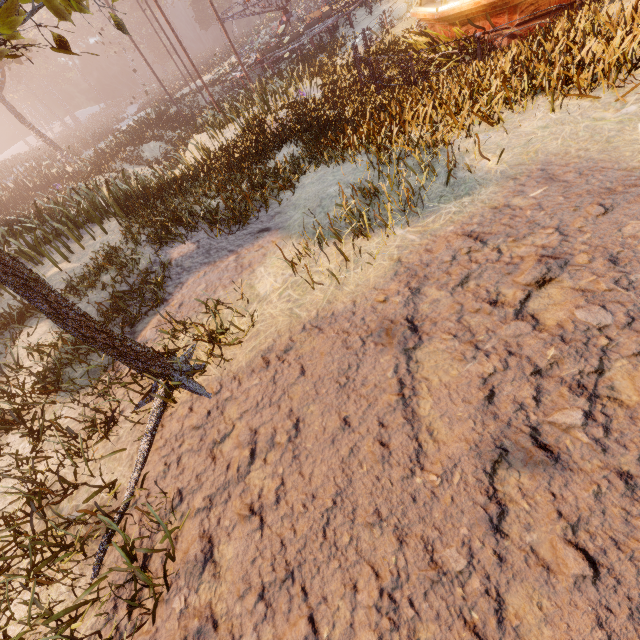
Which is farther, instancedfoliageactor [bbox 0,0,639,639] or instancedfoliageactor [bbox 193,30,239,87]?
instancedfoliageactor [bbox 193,30,239,87]

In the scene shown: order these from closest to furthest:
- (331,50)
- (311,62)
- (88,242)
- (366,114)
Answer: (366,114) < (88,242) < (331,50) < (311,62)

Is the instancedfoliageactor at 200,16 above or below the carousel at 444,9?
above

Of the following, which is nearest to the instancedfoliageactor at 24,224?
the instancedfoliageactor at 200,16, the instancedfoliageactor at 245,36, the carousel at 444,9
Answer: the carousel at 444,9

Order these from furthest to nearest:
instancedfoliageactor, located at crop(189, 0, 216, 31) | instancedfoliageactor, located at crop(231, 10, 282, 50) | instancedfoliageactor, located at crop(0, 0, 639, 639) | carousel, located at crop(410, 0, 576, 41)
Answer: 1. instancedfoliageactor, located at crop(189, 0, 216, 31)
2. instancedfoliageactor, located at crop(231, 10, 282, 50)
3. carousel, located at crop(410, 0, 576, 41)
4. instancedfoliageactor, located at crop(0, 0, 639, 639)

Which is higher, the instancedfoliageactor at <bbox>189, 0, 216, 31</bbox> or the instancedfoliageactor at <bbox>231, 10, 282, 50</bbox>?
the instancedfoliageactor at <bbox>189, 0, 216, 31</bbox>

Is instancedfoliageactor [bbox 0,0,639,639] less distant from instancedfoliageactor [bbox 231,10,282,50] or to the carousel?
the carousel

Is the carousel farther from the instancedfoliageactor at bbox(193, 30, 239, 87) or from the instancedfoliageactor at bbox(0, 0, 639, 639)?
the instancedfoliageactor at bbox(193, 30, 239, 87)
